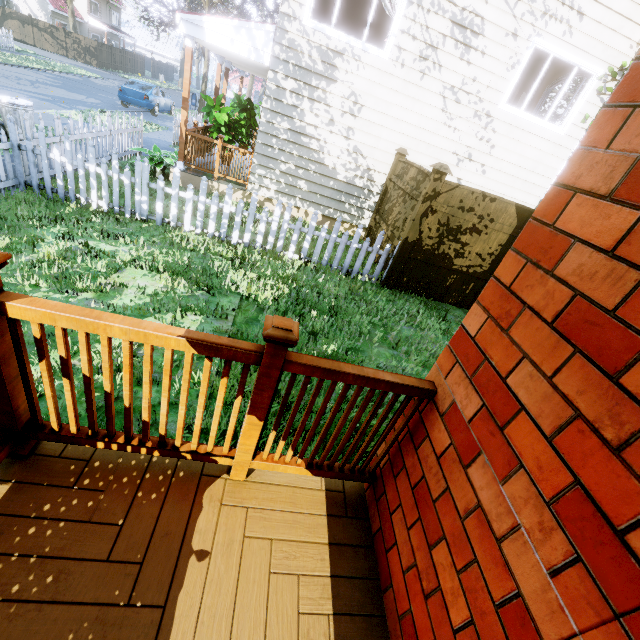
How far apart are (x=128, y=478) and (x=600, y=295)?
2.1 meters

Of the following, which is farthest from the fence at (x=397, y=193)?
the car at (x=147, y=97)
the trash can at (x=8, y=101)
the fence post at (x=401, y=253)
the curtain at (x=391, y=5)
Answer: the car at (x=147, y=97)

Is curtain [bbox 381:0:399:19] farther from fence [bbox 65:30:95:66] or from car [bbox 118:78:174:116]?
car [bbox 118:78:174:116]

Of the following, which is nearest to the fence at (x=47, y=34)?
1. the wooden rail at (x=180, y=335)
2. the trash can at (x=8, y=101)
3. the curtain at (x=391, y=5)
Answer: the trash can at (x=8, y=101)

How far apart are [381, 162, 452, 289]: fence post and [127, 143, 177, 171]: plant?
6.06m

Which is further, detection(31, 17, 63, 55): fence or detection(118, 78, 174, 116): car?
detection(31, 17, 63, 55): fence

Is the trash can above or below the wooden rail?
below

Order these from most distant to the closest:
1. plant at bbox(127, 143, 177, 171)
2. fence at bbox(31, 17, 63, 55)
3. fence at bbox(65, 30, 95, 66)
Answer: fence at bbox(65, 30, 95, 66)
fence at bbox(31, 17, 63, 55)
plant at bbox(127, 143, 177, 171)
